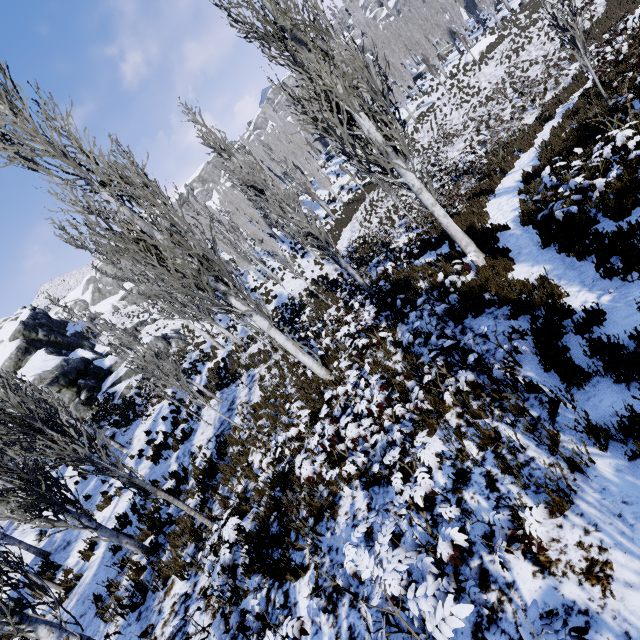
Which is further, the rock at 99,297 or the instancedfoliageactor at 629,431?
the rock at 99,297

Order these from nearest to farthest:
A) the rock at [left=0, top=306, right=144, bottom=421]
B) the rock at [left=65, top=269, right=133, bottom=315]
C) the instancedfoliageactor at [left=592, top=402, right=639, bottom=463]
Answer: the instancedfoliageactor at [left=592, top=402, right=639, bottom=463] → the rock at [left=0, top=306, right=144, bottom=421] → the rock at [left=65, top=269, right=133, bottom=315]

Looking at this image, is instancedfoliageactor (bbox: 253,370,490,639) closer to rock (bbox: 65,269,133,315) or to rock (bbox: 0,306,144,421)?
rock (bbox: 0,306,144,421)

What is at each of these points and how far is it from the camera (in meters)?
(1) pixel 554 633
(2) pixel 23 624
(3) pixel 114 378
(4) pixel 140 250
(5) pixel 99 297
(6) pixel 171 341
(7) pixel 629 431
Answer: (1) instancedfoliageactor, 1.84
(2) instancedfoliageactor, 4.40
(3) rock, 26.50
(4) instancedfoliageactor, 7.98
(5) rock, 56.84
(6) rock, 30.84
(7) instancedfoliageactor, 3.21

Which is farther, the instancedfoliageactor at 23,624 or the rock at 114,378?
the rock at 114,378

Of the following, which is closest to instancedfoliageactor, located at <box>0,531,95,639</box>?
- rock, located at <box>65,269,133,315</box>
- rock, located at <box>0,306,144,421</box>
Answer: rock, located at <box>0,306,144,421</box>
